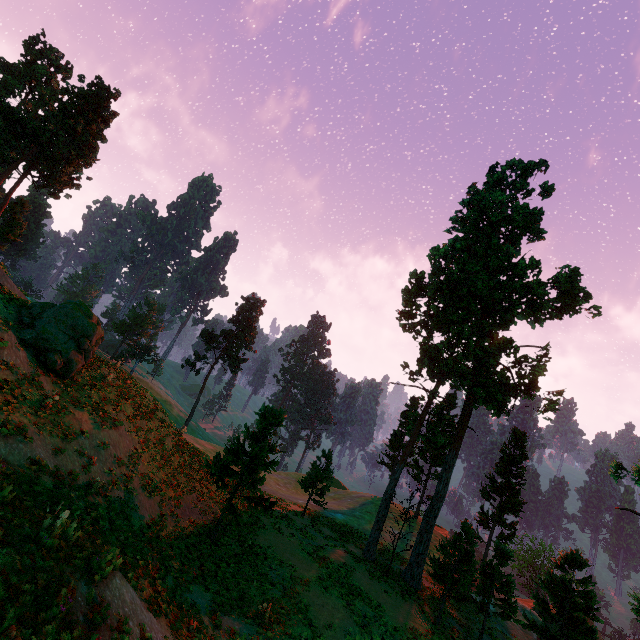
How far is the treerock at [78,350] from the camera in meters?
16.2

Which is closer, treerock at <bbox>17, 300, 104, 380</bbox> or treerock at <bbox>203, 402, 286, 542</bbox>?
treerock at <bbox>17, 300, 104, 380</bbox>

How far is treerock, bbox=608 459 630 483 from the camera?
14.6 meters

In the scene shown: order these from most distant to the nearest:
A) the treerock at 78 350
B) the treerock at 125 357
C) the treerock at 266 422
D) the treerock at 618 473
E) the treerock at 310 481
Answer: the treerock at 125 357 → the treerock at 310 481 → the treerock at 266 422 → the treerock at 78 350 → the treerock at 618 473

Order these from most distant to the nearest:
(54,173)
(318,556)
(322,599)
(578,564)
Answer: (54,173), (578,564), (318,556), (322,599)
